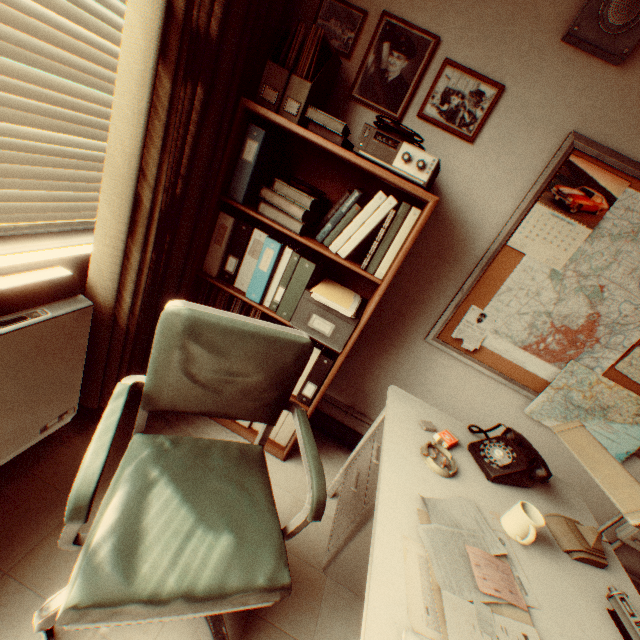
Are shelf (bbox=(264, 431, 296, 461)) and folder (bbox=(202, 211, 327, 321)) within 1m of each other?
yes

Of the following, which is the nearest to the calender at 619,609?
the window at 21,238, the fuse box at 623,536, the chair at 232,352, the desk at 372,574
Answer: the desk at 372,574

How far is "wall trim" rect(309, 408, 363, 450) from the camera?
2.75m

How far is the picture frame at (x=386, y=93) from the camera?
1.8m

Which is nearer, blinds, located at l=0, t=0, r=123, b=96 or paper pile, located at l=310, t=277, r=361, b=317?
blinds, located at l=0, t=0, r=123, b=96

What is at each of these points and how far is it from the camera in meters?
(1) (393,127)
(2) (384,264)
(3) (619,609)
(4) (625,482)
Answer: (1) reel, 1.6 m
(2) folder, 1.8 m
(3) calender, 1.2 m
(4) desk lamp, 1.1 m

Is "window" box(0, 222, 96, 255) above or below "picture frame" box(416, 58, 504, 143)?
below

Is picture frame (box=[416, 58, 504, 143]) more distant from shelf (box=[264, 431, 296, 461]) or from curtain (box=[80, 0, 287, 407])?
curtain (box=[80, 0, 287, 407])
